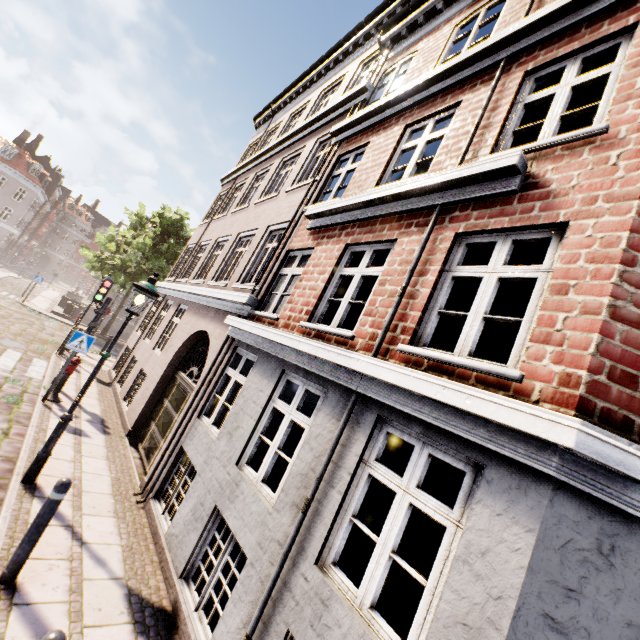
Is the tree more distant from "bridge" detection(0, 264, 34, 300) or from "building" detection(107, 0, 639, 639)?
"building" detection(107, 0, 639, 639)

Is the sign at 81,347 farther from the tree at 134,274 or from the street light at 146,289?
the tree at 134,274

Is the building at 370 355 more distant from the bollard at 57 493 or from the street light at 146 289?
the bollard at 57 493

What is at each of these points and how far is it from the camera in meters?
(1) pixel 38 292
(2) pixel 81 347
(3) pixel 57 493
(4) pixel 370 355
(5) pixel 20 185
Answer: (1) bridge, 26.9
(2) sign, 8.4
(3) bollard, 3.6
(4) building, 3.8
(5) building, 41.2

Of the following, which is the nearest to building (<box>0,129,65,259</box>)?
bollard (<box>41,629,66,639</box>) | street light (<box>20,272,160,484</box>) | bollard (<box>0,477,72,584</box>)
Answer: street light (<box>20,272,160,484</box>)

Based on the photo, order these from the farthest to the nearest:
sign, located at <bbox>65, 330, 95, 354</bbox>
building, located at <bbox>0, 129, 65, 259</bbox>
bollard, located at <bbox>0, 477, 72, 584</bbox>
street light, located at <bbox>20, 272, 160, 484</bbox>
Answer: building, located at <bbox>0, 129, 65, 259</bbox>
sign, located at <bbox>65, 330, 95, 354</bbox>
street light, located at <bbox>20, 272, 160, 484</bbox>
bollard, located at <bbox>0, 477, 72, 584</bbox>

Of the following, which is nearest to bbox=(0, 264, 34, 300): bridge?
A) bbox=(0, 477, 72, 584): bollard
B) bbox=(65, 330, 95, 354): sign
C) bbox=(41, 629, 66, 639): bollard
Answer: bbox=(65, 330, 95, 354): sign

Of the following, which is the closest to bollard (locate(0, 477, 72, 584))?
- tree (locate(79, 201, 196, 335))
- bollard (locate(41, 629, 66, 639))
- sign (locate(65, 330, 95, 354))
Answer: bollard (locate(41, 629, 66, 639))
